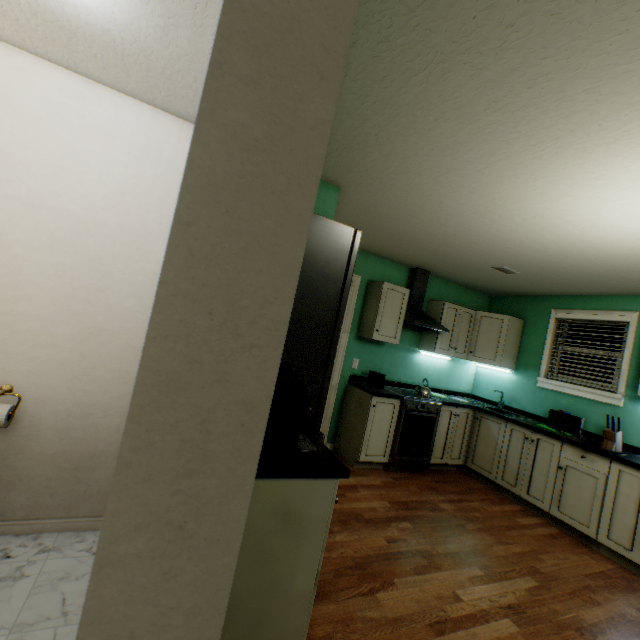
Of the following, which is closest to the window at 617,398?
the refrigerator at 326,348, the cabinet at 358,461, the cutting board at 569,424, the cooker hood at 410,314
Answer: the cutting board at 569,424

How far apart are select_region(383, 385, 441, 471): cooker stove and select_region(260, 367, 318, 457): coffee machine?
2.40m

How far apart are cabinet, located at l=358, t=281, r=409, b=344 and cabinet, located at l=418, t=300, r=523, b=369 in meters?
0.6

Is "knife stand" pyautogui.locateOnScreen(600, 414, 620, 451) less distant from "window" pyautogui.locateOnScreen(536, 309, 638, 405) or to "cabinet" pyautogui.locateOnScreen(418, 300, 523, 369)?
"window" pyautogui.locateOnScreen(536, 309, 638, 405)

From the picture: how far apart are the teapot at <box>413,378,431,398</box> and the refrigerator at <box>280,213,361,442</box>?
2.2 meters

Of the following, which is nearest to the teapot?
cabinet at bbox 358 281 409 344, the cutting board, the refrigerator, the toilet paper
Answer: cabinet at bbox 358 281 409 344

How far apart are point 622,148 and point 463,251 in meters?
1.8

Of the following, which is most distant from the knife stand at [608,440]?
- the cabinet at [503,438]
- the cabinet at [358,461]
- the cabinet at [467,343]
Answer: the cabinet at [358,461]
